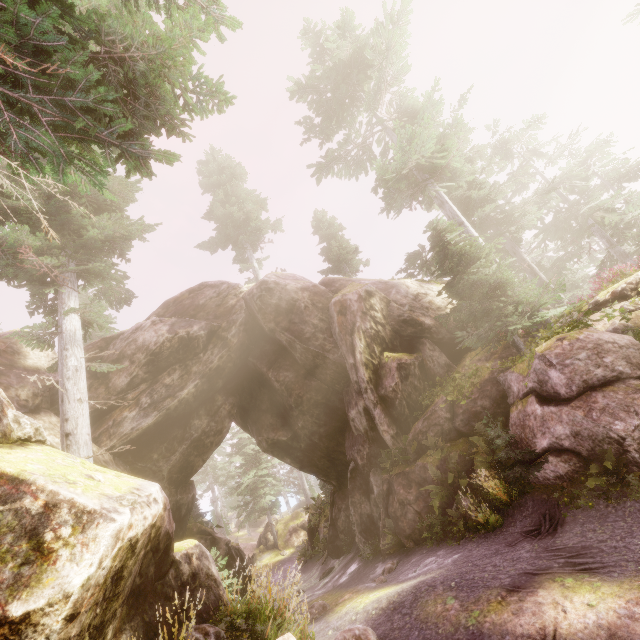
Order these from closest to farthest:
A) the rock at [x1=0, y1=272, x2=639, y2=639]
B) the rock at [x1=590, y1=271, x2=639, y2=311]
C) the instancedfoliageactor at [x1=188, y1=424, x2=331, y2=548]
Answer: the rock at [x1=0, y1=272, x2=639, y2=639] → the rock at [x1=590, y1=271, x2=639, y2=311] → the instancedfoliageactor at [x1=188, y1=424, x2=331, y2=548]

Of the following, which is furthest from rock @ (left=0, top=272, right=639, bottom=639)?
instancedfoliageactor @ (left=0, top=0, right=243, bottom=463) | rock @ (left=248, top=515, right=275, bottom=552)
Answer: rock @ (left=248, top=515, right=275, bottom=552)

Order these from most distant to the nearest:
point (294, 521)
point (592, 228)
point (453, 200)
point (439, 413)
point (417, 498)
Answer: Answer:
1. point (294, 521)
2. point (592, 228)
3. point (453, 200)
4. point (439, 413)
5. point (417, 498)

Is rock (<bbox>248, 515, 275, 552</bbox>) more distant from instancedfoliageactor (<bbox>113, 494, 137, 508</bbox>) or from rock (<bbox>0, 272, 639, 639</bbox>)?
rock (<bbox>0, 272, 639, 639</bbox>)

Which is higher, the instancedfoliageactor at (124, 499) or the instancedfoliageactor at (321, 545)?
the instancedfoliageactor at (124, 499)

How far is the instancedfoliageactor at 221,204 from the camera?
27.7m

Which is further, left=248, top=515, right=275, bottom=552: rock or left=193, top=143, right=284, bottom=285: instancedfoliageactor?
left=248, top=515, right=275, bottom=552: rock
